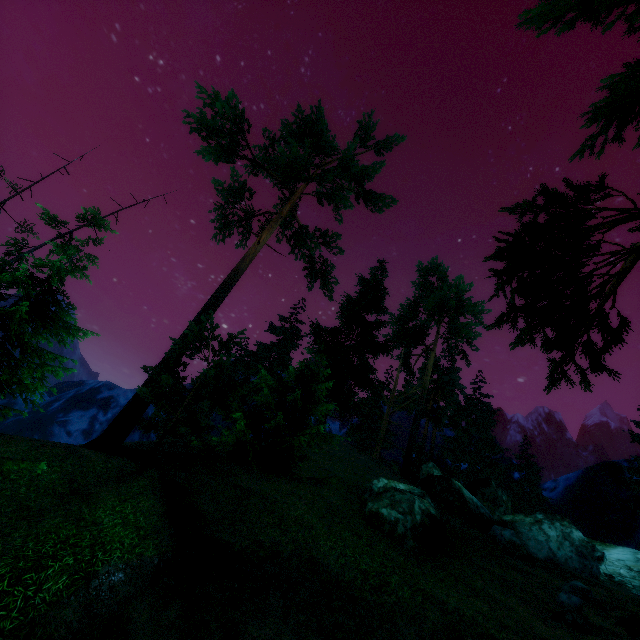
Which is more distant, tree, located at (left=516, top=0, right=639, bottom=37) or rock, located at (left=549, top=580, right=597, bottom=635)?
rock, located at (left=549, top=580, right=597, bottom=635)

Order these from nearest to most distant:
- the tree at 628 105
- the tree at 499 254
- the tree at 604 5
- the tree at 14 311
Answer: the tree at 604 5 → the tree at 628 105 → the tree at 499 254 → the tree at 14 311

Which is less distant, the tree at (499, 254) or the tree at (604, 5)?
the tree at (604, 5)

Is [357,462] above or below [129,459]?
above

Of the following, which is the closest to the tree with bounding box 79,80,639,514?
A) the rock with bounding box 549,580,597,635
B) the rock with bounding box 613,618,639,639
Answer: the rock with bounding box 613,618,639,639

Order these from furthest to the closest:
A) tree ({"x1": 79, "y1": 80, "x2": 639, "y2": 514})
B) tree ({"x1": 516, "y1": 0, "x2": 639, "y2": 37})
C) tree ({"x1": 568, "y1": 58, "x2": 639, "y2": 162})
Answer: tree ({"x1": 79, "y1": 80, "x2": 639, "y2": 514}) → tree ({"x1": 568, "y1": 58, "x2": 639, "y2": 162}) → tree ({"x1": 516, "y1": 0, "x2": 639, "y2": 37})

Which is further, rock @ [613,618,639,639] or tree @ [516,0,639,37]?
rock @ [613,618,639,639]

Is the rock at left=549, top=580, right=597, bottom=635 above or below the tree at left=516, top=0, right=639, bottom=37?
below
